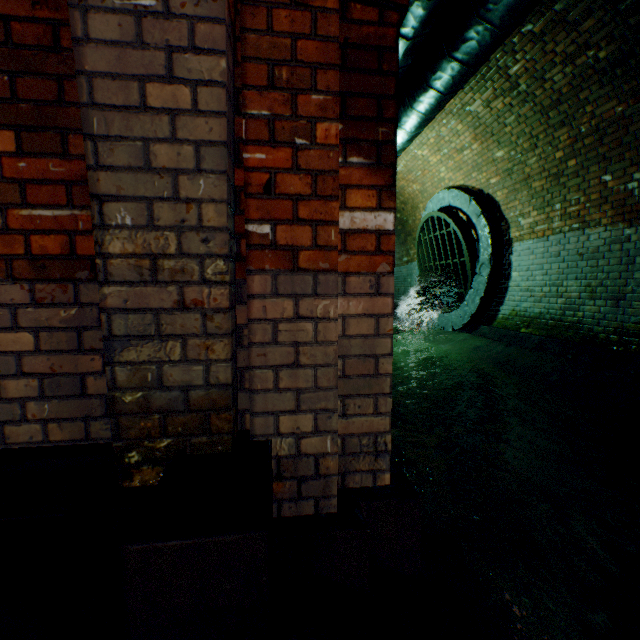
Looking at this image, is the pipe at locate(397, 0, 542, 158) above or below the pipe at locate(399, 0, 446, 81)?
below

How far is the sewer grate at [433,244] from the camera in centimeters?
679cm

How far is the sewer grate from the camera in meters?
6.8 m

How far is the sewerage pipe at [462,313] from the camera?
6.3m

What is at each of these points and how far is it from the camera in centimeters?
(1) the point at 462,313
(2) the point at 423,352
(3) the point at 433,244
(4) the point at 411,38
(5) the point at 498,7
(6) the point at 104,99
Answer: (1) sewerage pipe, 726cm
(2) building tunnel, 692cm
(3) sewer grate, 832cm
(4) pipe, 350cm
(5) pipe, 275cm
(6) support arch, 101cm

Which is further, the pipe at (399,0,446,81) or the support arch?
the pipe at (399,0,446,81)

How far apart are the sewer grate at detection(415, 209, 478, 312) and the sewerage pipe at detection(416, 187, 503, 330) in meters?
0.0 m

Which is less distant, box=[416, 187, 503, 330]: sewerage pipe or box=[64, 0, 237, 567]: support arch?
box=[64, 0, 237, 567]: support arch
